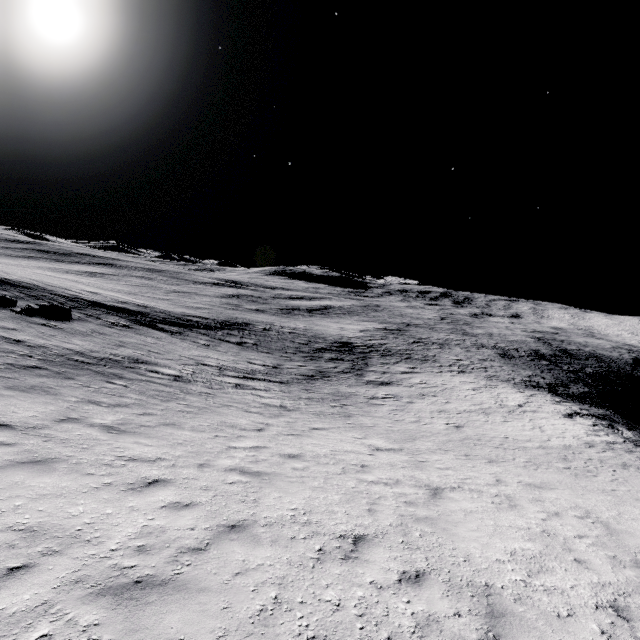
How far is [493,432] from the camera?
17.05m
